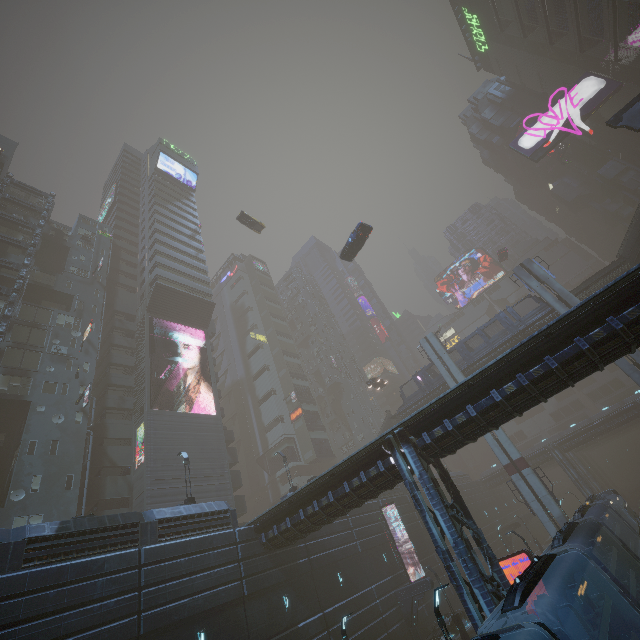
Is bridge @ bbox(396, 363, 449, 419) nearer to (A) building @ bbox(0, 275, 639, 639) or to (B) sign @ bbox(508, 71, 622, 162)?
(A) building @ bbox(0, 275, 639, 639)

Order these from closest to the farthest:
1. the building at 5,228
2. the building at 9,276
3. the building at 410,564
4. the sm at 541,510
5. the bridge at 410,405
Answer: the sm at 541,510 → the building at 410,564 → the building at 9,276 → the building at 5,228 → the bridge at 410,405

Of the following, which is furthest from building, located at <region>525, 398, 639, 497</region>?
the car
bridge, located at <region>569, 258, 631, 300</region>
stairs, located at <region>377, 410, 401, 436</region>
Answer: bridge, located at <region>569, 258, 631, 300</region>

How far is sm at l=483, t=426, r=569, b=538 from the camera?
29.7 meters

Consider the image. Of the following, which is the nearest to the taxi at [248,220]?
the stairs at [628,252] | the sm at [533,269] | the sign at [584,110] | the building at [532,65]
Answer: the sm at [533,269]

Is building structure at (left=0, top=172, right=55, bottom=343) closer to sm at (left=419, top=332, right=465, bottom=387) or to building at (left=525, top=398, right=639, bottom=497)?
building at (left=525, top=398, right=639, bottom=497)

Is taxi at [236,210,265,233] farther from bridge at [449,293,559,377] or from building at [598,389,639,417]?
bridge at [449,293,559,377]

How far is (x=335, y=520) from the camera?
28.2 meters
